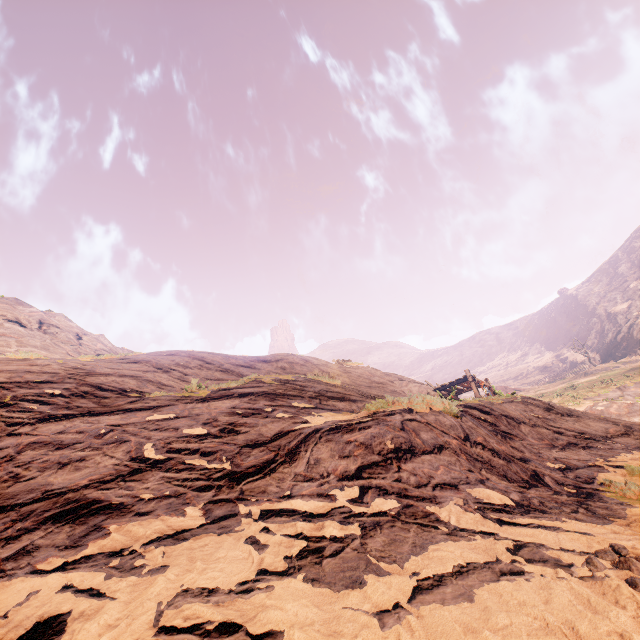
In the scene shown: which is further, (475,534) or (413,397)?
(413,397)
